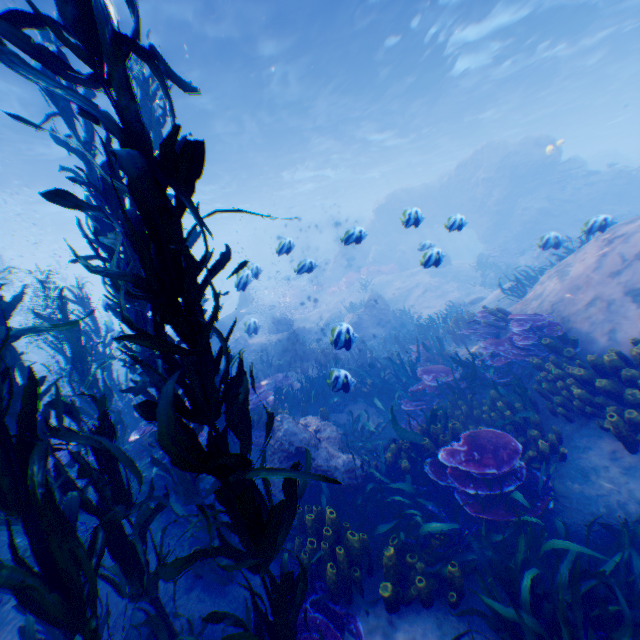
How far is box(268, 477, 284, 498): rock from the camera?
5.4m

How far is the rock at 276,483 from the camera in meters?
5.4

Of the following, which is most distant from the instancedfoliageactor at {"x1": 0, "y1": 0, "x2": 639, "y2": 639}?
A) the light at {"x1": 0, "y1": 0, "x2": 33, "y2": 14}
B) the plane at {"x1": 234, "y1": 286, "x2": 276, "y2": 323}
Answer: the light at {"x1": 0, "y1": 0, "x2": 33, "y2": 14}

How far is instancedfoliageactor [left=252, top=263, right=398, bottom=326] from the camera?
25.78m

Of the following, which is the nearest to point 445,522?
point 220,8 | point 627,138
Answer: point 220,8

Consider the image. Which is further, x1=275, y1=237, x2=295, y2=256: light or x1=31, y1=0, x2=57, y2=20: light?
x1=31, y1=0, x2=57, y2=20: light

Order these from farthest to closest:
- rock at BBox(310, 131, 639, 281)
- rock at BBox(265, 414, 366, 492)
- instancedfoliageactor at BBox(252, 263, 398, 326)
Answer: instancedfoliageactor at BBox(252, 263, 398, 326) < rock at BBox(310, 131, 639, 281) < rock at BBox(265, 414, 366, 492)
